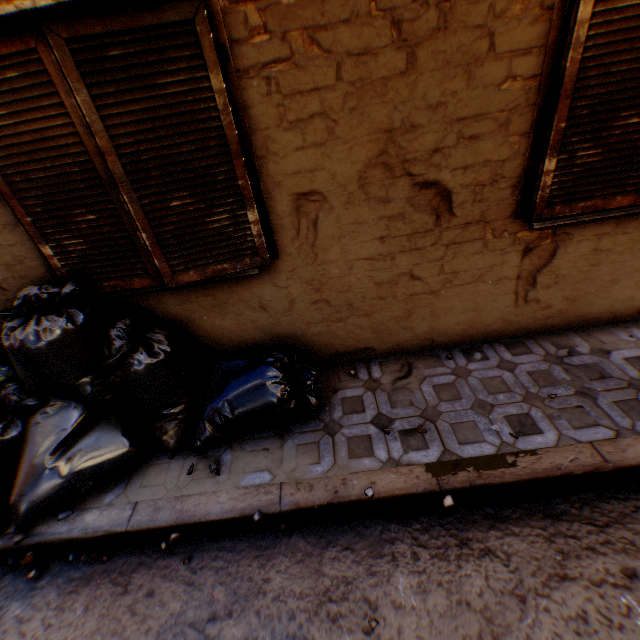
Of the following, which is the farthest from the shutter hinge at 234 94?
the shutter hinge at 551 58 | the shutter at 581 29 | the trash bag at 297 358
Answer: the shutter hinge at 551 58

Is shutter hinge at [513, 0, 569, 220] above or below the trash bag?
above

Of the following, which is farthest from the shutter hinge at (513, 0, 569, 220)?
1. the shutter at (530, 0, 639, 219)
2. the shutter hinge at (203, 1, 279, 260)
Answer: the shutter hinge at (203, 1, 279, 260)

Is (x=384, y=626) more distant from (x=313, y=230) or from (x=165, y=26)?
(x=165, y=26)

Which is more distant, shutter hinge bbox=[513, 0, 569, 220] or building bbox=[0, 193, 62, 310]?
building bbox=[0, 193, 62, 310]

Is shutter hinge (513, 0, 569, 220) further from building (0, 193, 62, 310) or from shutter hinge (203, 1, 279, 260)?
shutter hinge (203, 1, 279, 260)

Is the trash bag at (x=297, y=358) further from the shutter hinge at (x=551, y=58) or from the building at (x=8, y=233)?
the shutter hinge at (x=551, y=58)
